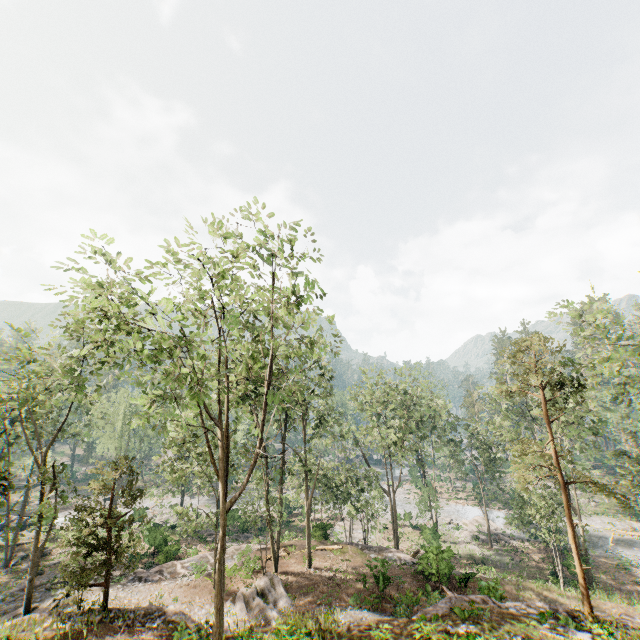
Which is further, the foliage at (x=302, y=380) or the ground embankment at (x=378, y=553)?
the ground embankment at (x=378, y=553)

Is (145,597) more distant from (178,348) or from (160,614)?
(178,348)

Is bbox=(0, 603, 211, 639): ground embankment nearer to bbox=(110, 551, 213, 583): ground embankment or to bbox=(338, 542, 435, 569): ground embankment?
bbox=(110, 551, 213, 583): ground embankment

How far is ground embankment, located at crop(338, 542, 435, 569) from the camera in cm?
2259

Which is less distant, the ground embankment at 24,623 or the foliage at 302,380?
the foliage at 302,380

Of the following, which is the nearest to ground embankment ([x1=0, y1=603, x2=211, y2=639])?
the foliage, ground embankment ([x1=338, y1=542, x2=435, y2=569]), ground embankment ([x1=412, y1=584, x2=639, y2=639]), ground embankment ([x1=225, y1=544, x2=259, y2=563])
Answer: the foliage

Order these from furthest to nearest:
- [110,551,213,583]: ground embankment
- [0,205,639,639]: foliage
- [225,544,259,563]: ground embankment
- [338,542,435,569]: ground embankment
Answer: [225,544,259,563]: ground embankment
[110,551,213,583]: ground embankment
[338,542,435,569]: ground embankment
[0,205,639,639]: foliage

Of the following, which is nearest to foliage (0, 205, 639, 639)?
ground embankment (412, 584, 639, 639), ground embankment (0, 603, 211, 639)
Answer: ground embankment (0, 603, 211, 639)
